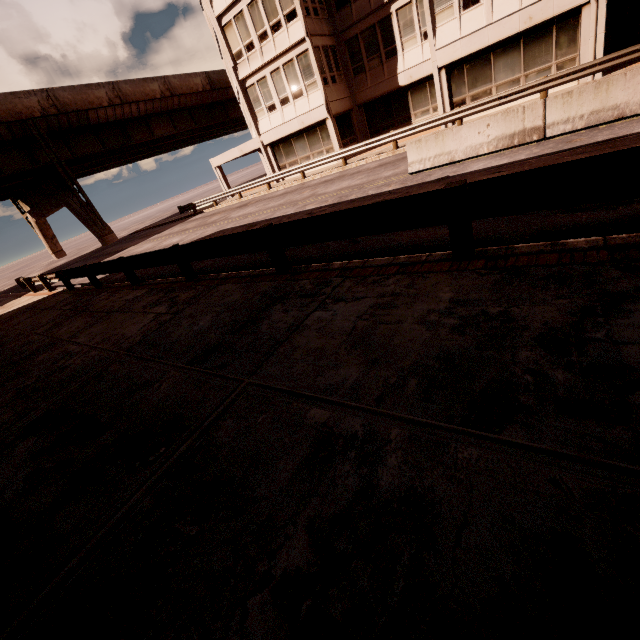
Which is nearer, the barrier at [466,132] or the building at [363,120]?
the barrier at [466,132]

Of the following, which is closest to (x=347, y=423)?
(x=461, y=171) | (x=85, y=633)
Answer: (x=85, y=633)

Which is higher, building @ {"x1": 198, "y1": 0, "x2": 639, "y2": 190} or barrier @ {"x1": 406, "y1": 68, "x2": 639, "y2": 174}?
building @ {"x1": 198, "y1": 0, "x2": 639, "y2": 190}

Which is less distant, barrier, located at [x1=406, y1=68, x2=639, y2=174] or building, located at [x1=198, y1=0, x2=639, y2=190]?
barrier, located at [x1=406, y1=68, x2=639, y2=174]

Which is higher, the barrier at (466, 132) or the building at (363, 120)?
the building at (363, 120)
